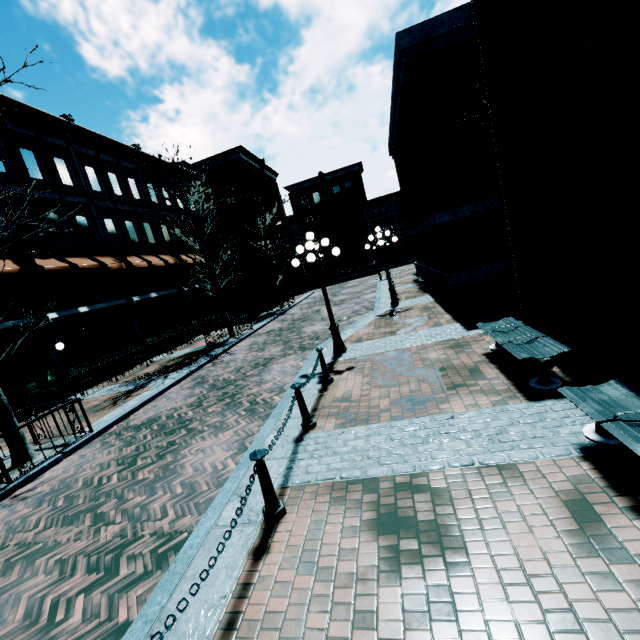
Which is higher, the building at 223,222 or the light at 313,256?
the building at 223,222

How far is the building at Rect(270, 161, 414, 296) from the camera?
39.69m

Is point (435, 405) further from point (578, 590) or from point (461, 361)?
point (578, 590)

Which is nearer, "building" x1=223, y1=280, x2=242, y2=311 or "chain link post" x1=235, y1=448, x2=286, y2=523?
"chain link post" x1=235, y1=448, x2=286, y2=523

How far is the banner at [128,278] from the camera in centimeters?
1817cm

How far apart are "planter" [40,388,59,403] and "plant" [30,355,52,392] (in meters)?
0.19

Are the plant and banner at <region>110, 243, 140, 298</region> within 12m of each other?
yes

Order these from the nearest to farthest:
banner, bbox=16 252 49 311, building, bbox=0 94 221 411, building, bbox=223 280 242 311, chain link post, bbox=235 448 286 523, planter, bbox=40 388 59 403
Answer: chain link post, bbox=235 448 286 523
planter, bbox=40 388 59 403
banner, bbox=16 252 49 311
building, bbox=0 94 221 411
building, bbox=223 280 242 311
